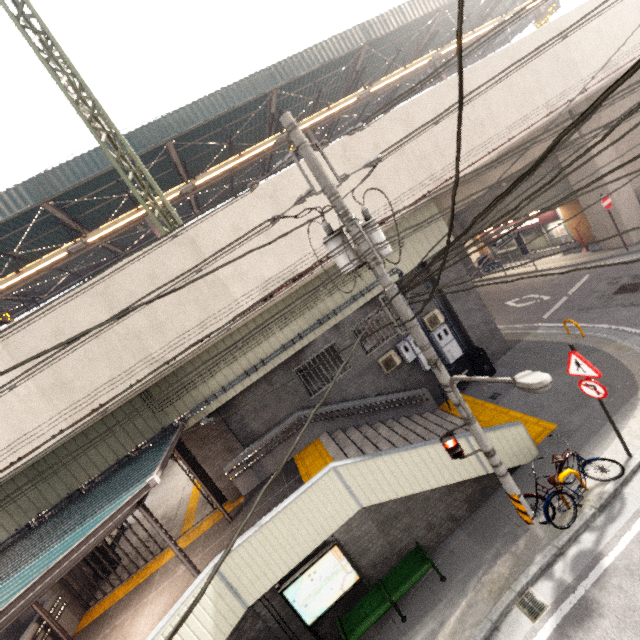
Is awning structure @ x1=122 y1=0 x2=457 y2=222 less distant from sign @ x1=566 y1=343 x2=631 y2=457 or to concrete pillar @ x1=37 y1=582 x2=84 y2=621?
concrete pillar @ x1=37 y1=582 x2=84 y2=621

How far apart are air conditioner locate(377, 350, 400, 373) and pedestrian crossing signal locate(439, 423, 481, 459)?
A: 5.5m

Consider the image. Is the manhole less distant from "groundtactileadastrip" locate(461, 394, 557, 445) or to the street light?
"groundtactileadastrip" locate(461, 394, 557, 445)

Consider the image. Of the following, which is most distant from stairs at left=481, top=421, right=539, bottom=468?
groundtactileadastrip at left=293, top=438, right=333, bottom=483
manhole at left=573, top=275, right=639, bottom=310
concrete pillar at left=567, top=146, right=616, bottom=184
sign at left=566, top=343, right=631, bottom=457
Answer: manhole at left=573, top=275, right=639, bottom=310

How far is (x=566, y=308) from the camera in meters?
13.9

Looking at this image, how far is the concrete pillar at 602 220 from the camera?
15.5m

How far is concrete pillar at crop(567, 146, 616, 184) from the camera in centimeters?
1462cm

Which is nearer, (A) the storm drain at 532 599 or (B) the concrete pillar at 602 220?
(A) the storm drain at 532 599
